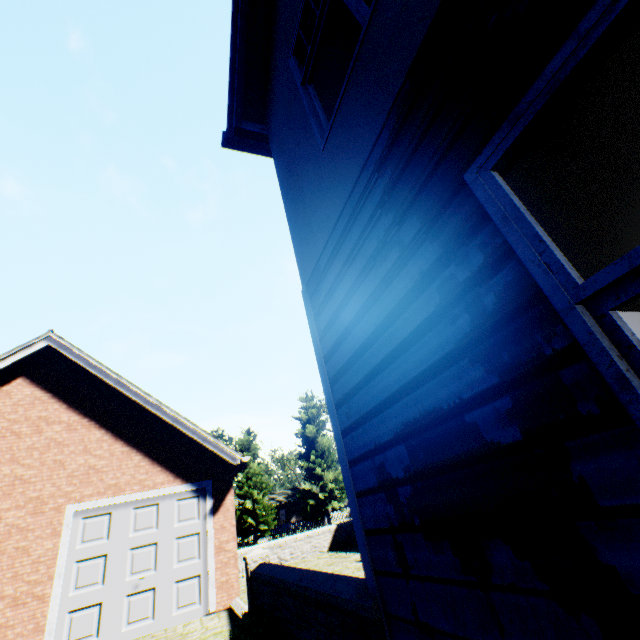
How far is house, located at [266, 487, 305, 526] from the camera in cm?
5222

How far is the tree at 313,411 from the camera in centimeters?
3188cm

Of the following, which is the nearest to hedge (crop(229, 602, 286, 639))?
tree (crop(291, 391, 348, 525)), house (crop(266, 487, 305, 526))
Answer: tree (crop(291, 391, 348, 525))

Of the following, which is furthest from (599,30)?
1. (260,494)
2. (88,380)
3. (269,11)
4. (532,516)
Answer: (260,494)

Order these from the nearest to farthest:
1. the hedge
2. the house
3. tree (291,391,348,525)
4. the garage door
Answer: the hedge → the garage door → tree (291,391,348,525) → the house

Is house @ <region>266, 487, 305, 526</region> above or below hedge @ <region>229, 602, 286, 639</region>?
above

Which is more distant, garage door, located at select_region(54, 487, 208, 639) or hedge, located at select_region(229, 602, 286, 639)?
garage door, located at select_region(54, 487, 208, 639)
